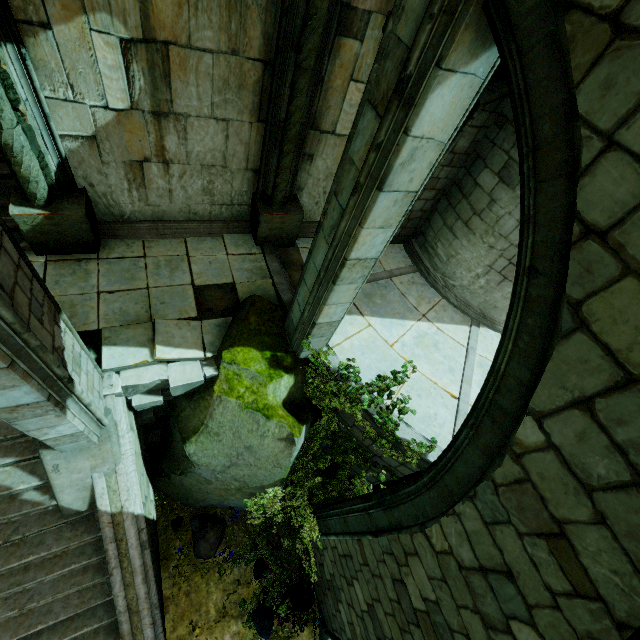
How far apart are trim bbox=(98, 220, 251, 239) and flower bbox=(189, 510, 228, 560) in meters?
6.0 m

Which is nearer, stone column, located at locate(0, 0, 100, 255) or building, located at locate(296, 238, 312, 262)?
stone column, located at locate(0, 0, 100, 255)

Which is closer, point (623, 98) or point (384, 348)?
point (623, 98)

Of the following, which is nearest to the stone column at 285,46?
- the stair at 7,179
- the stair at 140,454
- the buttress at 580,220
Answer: the buttress at 580,220

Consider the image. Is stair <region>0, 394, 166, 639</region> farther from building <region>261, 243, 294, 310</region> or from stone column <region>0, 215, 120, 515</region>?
building <region>261, 243, 294, 310</region>

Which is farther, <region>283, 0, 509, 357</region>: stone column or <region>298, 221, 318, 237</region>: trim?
<region>298, 221, 318, 237</region>: trim

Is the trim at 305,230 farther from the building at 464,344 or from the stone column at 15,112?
the stone column at 15,112

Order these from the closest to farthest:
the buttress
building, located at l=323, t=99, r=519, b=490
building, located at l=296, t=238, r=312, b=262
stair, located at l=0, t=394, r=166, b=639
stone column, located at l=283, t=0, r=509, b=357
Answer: the buttress → stone column, located at l=283, t=0, r=509, b=357 → stair, located at l=0, t=394, r=166, b=639 → building, located at l=323, t=99, r=519, b=490 → building, located at l=296, t=238, r=312, b=262
